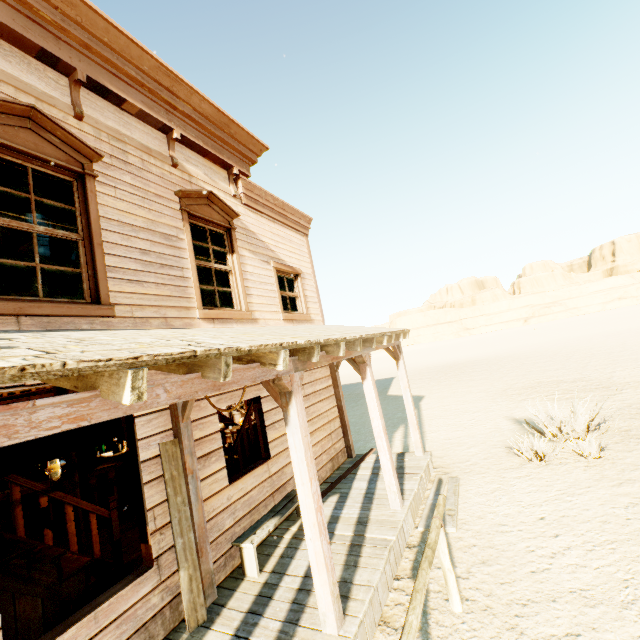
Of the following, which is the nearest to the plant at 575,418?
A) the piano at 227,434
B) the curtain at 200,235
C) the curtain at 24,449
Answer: the piano at 227,434

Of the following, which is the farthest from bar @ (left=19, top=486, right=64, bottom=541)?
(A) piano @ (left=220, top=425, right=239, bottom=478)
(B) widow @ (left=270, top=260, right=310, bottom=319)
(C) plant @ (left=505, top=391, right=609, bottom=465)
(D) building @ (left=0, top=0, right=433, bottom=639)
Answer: (C) plant @ (left=505, top=391, right=609, bottom=465)

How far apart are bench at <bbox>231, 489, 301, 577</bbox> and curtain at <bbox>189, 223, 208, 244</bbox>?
3.4 meters

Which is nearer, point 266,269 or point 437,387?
point 266,269

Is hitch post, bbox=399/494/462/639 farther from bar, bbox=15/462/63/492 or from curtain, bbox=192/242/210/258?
bar, bbox=15/462/63/492

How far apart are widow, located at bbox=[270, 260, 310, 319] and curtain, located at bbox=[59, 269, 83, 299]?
3.7 meters

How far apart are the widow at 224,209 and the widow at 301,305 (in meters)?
1.00

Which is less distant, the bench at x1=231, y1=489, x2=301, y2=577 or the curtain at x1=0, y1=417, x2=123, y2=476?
the curtain at x1=0, y1=417, x2=123, y2=476
